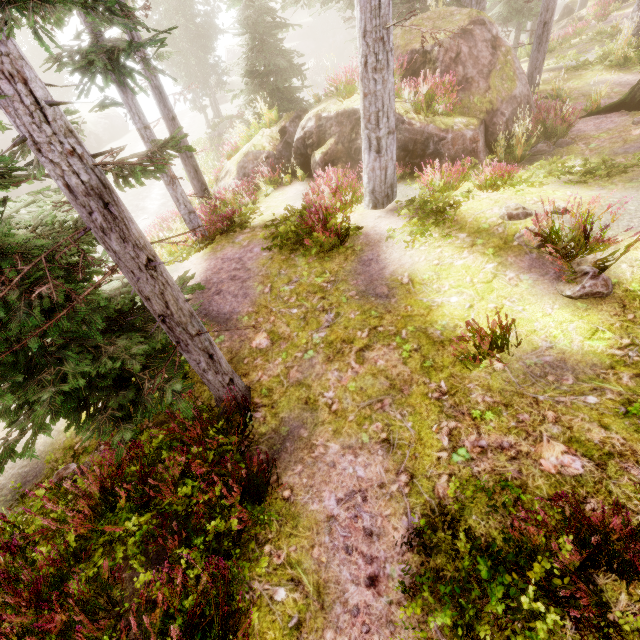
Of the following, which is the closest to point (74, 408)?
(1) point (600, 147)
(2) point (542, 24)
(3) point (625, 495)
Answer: (3) point (625, 495)

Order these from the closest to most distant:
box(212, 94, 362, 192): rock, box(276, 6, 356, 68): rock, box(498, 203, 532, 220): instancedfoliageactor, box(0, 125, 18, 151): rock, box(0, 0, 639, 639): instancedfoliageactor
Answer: box(0, 0, 639, 639): instancedfoliageactor → box(498, 203, 532, 220): instancedfoliageactor → box(212, 94, 362, 192): rock → box(0, 125, 18, 151): rock → box(276, 6, 356, 68): rock

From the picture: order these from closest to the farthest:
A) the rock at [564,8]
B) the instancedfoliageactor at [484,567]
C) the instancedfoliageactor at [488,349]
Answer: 1. the instancedfoliageactor at [484,567]
2. the instancedfoliageactor at [488,349]
3. the rock at [564,8]

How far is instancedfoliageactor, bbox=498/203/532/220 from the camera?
6.46m

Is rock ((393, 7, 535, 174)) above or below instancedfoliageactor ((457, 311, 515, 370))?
above

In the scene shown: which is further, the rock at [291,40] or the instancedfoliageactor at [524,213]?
the rock at [291,40]

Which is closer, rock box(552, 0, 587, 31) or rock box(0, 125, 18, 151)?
rock box(552, 0, 587, 31)

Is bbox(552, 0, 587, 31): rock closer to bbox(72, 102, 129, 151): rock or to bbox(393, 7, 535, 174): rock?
bbox(393, 7, 535, 174): rock
